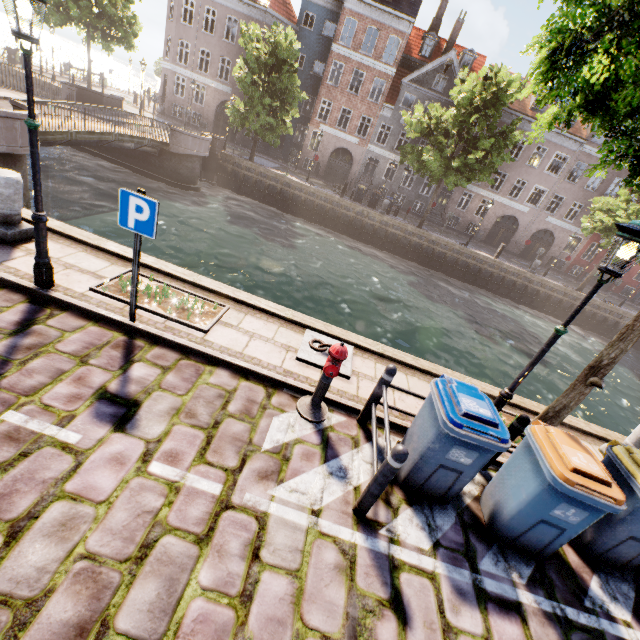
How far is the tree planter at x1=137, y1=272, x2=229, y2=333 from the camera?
5.2m

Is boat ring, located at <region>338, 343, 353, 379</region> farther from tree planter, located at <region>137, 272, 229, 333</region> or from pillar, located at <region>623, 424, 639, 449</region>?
pillar, located at <region>623, 424, 639, 449</region>

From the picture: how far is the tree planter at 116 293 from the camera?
5.16m

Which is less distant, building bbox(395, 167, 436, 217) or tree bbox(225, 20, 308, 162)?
tree bbox(225, 20, 308, 162)

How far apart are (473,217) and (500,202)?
2.7 meters

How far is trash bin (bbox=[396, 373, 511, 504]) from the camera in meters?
3.5

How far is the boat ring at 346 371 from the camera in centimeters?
548cm

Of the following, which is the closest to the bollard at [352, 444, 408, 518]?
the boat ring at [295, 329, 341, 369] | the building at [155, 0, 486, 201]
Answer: the boat ring at [295, 329, 341, 369]
